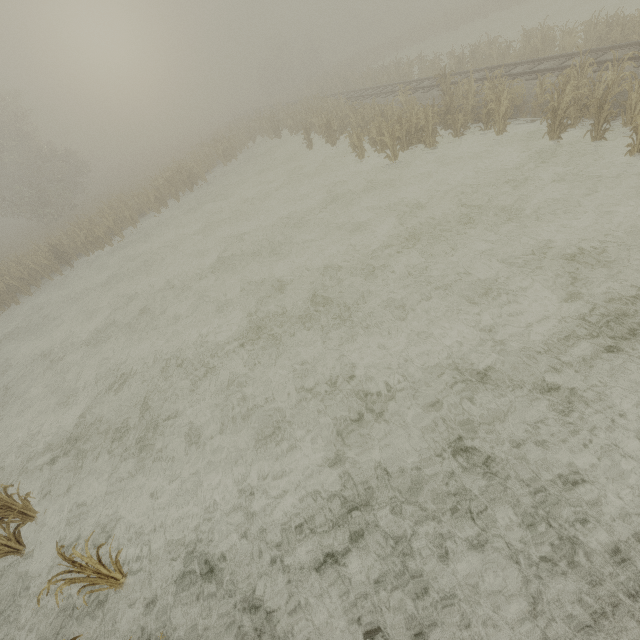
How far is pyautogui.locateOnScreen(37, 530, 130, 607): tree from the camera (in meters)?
4.16

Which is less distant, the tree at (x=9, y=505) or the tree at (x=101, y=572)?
the tree at (x=101, y=572)

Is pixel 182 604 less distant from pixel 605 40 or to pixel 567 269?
pixel 567 269

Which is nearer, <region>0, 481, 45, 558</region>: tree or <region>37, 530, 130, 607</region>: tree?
<region>37, 530, 130, 607</region>: tree

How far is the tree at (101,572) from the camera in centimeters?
416cm
